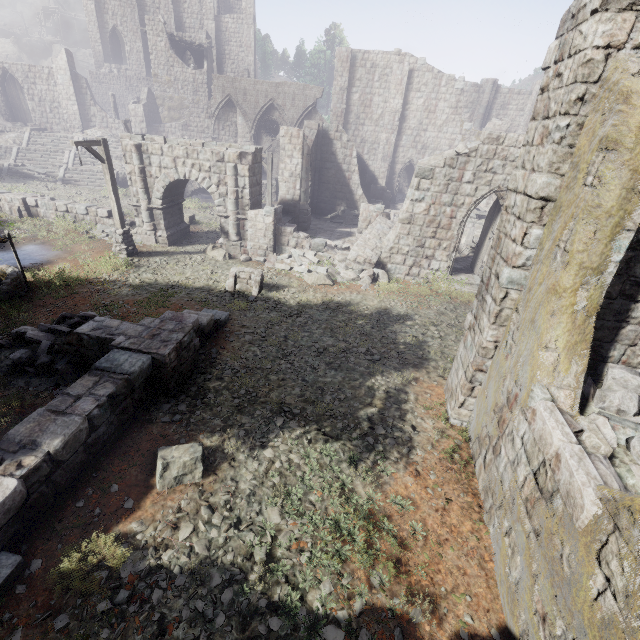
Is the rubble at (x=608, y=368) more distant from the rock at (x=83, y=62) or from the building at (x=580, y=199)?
the rock at (x=83, y=62)

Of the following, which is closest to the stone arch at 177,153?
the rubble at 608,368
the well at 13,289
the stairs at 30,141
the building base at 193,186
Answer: the well at 13,289

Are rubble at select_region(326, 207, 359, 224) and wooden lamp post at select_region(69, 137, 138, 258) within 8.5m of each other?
no

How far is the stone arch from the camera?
14.56m

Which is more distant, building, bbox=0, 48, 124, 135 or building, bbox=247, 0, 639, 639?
building, bbox=0, 48, 124, 135

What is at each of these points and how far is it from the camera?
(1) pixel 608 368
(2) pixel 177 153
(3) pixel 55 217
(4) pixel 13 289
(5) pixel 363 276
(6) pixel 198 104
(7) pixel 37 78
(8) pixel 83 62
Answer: (1) rubble, 5.38m
(2) stone arch, 14.65m
(3) building, 17.17m
(4) well, 10.44m
(5) rubble, 14.38m
(6) building, 38.44m
(7) building, 27.73m
(8) rock, 55.78m

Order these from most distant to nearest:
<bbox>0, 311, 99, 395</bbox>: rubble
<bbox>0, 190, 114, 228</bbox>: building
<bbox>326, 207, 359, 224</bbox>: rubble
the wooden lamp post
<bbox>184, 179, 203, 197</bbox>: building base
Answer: <bbox>184, 179, 203, 197</bbox>: building base → <bbox>326, 207, 359, 224</bbox>: rubble → <bbox>0, 190, 114, 228</bbox>: building → the wooden lamp post → <bbox>0, 311, 99, 395</bbox>: rubble

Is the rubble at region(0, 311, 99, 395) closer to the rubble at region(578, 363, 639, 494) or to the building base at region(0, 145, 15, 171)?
the rubble at region(578, 363, 639, 494)
